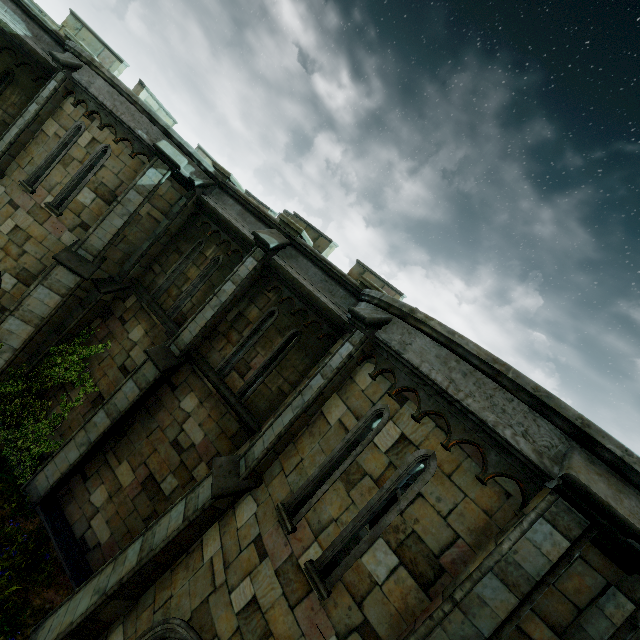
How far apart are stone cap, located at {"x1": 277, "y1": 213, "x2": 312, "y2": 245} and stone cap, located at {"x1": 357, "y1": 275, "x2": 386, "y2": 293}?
2.18m

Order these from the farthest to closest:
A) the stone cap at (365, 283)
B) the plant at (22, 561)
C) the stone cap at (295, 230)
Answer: the stone cap at (295, 230) < the stone cap at (365, 283) < the plant at (22, 561)

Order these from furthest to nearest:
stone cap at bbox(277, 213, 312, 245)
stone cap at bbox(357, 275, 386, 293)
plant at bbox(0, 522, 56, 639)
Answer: stone cap at bbox(277, 213, 312, 245) < stone cap at bbox(357, 275, 386, 293) < plant at bbox(0, 522, 56, 639)

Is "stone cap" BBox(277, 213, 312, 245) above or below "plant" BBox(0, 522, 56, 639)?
above

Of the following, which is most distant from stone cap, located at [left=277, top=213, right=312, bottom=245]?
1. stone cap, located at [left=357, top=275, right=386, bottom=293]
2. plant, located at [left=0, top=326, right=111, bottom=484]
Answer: plant, located at [left=0, top=326, right=111, bottom=484]

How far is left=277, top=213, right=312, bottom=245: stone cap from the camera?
9.1m

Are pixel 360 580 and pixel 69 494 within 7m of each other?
no

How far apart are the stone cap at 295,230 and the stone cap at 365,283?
2.18m
